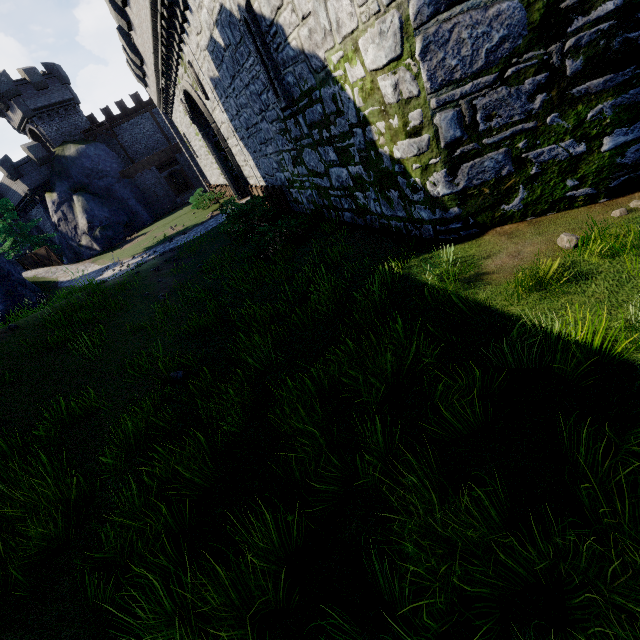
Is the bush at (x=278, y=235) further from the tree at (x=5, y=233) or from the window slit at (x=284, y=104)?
the tree at (x=5, y=233)

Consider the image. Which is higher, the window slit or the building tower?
the building tower

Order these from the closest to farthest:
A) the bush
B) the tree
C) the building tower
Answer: the bush
the tree
the building tower

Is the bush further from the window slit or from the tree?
the tree

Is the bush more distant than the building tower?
No

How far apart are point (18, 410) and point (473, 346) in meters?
7.6 m

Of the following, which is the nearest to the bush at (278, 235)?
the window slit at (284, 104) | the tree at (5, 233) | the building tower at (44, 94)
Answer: the window slit at (284, 104)
